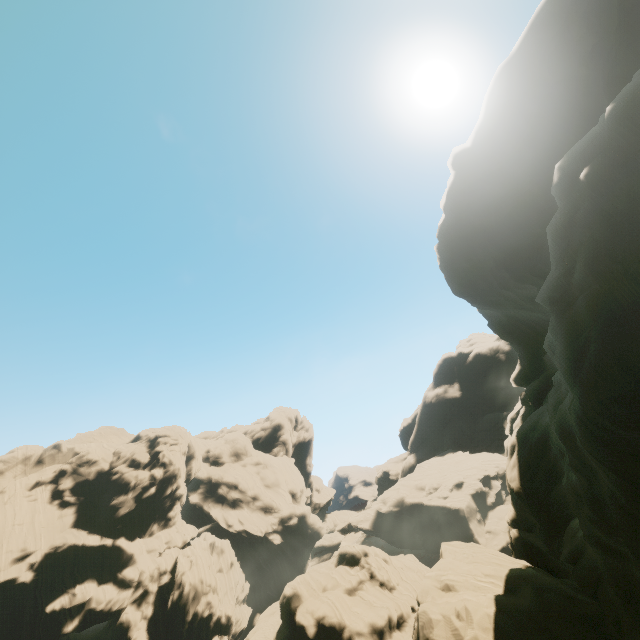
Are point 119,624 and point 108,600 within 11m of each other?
yes
